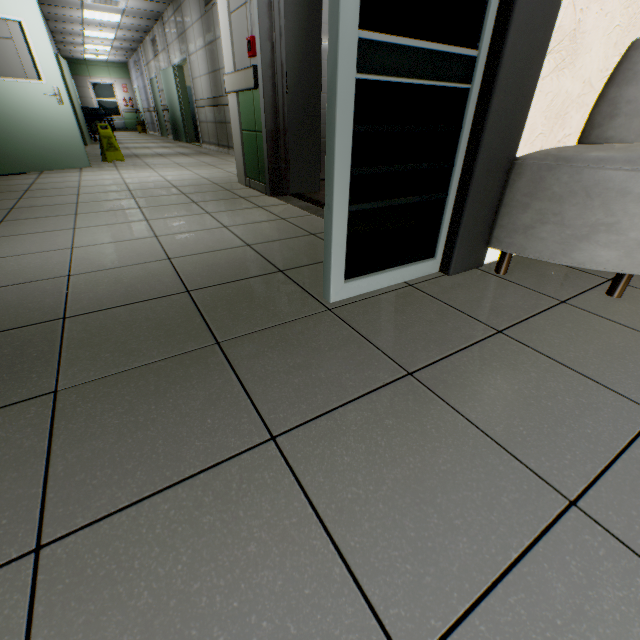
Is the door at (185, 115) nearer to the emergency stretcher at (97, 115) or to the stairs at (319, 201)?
the emergency stretcher at (97, 115)

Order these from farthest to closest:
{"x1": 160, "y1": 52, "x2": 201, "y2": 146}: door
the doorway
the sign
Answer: {"x1": 160, "y1": 52, "x2": 201, "y2": 146}: door → the sign → the doorway

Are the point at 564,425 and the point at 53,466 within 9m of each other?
yes

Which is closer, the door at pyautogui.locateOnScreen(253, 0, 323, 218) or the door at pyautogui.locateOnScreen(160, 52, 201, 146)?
the door at pyautogui.locateOnScreen(253, 0, 323, 218)

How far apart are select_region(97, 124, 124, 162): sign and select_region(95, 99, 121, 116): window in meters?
17.1

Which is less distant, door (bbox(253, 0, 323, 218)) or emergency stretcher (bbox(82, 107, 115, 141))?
door (bbox(253, 0, 323, 218))

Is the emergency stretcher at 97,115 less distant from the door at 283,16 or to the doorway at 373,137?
the door at 283,16

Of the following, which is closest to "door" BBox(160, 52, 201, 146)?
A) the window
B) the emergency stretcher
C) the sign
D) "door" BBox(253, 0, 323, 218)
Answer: the emergency stretcher
